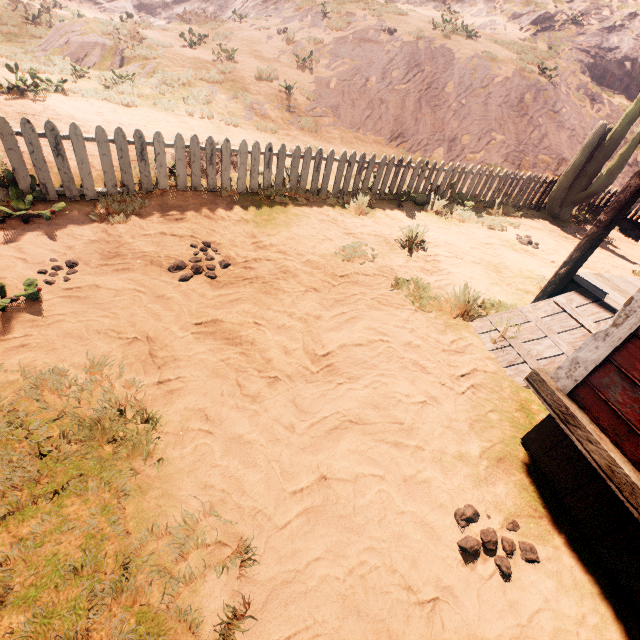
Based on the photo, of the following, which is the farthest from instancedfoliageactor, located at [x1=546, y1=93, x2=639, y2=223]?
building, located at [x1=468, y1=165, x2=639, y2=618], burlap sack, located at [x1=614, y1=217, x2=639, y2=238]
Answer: building, located at [x1=468, y1=165, x2=639, y2=618]

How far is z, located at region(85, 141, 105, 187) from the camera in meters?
5.0 m

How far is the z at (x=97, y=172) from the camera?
5.05m

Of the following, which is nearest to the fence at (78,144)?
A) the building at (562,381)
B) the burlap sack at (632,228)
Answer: the burlap sack at (632,228)

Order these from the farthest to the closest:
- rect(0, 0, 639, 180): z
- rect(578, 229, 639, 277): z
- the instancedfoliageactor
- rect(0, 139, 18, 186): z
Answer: rect(0, 0, 639, 180): z → the instancedfoliageactor → rect(578, 229, 639, 277): z → rect(0, 139, 18, 186): z

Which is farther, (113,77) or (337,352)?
(113,77)

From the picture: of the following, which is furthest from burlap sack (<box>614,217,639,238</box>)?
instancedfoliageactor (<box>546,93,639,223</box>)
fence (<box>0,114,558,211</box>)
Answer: instancedfoliageactor (<box>546,93,639,223</box>)

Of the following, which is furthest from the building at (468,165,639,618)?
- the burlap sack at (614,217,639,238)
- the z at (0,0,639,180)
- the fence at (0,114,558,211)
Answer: the fence at (0,114,558,211)
